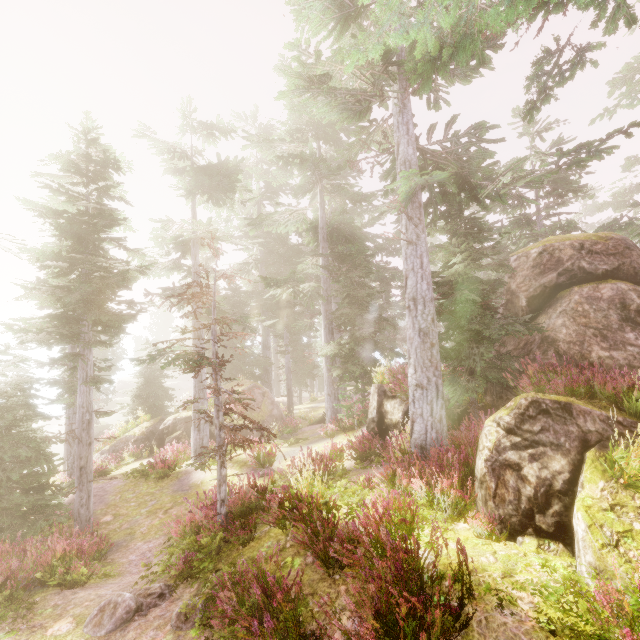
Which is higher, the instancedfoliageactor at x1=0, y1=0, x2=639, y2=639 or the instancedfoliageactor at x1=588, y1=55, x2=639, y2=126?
the instancedfoliageactor at x1=588, y1=55, x2=639, y2=126

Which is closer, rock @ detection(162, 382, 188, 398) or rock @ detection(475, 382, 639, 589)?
rock @ detection(475, 382, 639, 589)

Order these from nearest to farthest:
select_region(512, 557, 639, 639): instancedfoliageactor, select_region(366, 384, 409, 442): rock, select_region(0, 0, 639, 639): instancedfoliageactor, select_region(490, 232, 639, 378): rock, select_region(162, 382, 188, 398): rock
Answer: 1. select_region(512, 557, 639, 639): instancedfoliageactor
2. select_region(0, 0, 639, 639): instancedfoliageactor
3. select_region(490, 232, 639, 378): rock
4. select_region(366, 384, 409, 442): rock
5. select_region(162, 382, 188, 398): rock

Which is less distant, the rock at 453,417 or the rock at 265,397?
the rock at 453,417

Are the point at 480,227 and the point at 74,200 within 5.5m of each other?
no

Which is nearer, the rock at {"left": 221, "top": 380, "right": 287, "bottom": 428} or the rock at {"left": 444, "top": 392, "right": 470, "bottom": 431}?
the rock at {"left": 444, "top": 392, "right": 470, "bottom": 431}

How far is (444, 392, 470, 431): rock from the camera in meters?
10.1 m

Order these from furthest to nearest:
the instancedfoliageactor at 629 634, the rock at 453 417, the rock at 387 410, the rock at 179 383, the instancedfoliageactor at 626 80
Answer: the rock at 179 383 < the instancedfoliageactor at 626 80 < the rock at 387 410 < the rock at 453 417 < the instancedfoliageactor at 629 634
